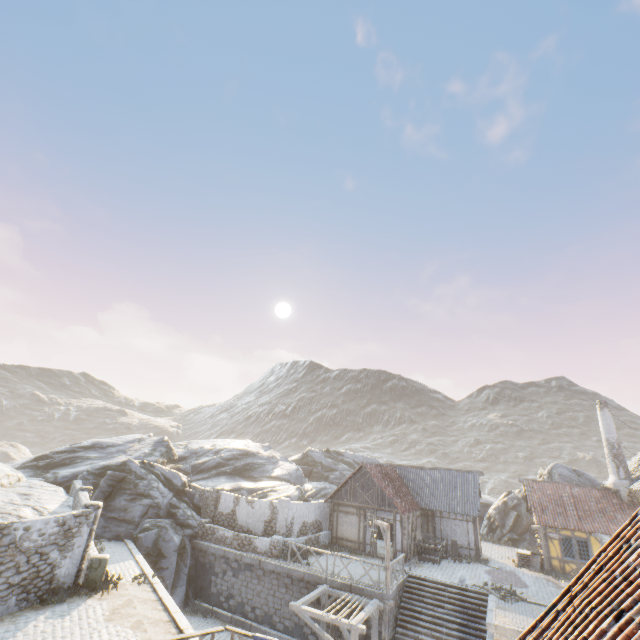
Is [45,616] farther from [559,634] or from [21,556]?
[559,634]

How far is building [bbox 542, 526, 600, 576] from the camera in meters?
21.6

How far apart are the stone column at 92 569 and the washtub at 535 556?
26.28m

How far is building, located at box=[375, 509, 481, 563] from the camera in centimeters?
2202cm

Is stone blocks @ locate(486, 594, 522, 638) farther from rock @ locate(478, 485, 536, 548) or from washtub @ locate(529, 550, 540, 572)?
washtub @ locate(529, 550, 540, 572)

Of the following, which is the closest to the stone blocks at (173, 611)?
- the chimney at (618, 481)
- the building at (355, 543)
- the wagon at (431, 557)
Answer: the building at (355, 543)

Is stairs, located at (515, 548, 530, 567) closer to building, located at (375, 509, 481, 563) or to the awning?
building, located at (375, 509, 481, 563)

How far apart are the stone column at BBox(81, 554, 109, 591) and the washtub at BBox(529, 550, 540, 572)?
26.3m
